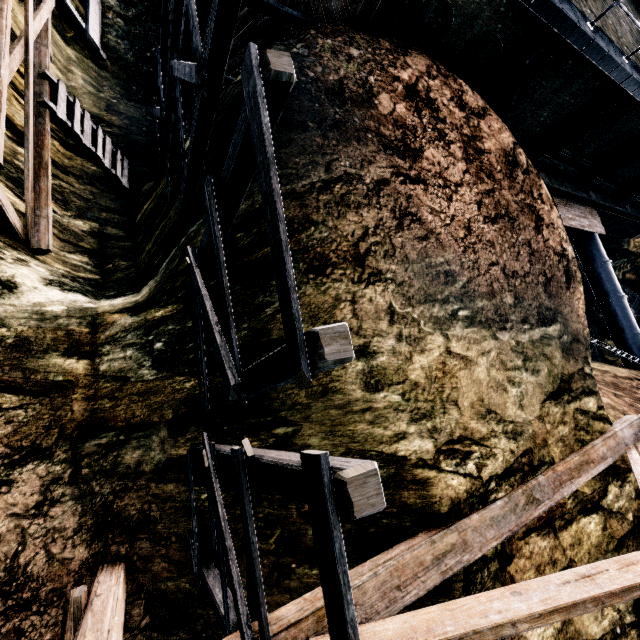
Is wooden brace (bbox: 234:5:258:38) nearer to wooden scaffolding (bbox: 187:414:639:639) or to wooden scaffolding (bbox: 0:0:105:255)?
wooden scaffolding (bbox: 0:0:105:255)

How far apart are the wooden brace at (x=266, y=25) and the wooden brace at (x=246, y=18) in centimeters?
21cm

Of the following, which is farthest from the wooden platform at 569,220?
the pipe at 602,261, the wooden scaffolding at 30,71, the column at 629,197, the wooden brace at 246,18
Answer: the wooden scaffolding at 30,71

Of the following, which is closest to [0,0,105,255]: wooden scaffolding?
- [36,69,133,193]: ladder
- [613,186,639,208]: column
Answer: [36,69,133,193]: ladder

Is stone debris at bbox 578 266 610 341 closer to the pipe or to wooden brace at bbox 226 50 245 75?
the pipe

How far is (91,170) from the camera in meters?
11.6 m

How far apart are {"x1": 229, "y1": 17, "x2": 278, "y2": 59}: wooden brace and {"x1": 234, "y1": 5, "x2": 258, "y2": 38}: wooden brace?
0.2 meters

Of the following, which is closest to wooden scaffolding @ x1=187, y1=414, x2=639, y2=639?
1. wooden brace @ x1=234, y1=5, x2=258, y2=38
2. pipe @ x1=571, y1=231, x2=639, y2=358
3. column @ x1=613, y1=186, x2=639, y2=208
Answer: wooden brace @ x1=234, y1=5, x2=258, y2=38
